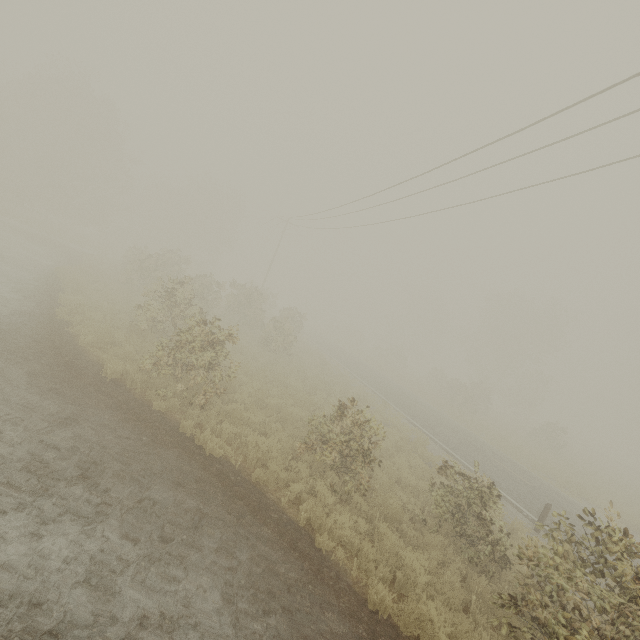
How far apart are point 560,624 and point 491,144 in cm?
1121

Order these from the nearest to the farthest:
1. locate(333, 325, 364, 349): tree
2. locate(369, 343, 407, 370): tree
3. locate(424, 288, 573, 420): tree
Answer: locate(424, 288, 573, 420): tree < locate(369, 343, 407, 370): tree < locate(333, 325, 364, 349): tree

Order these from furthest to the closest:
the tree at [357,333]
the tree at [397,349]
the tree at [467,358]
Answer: the tree at [357,333] < the tree at [397,349] < the tree at [467,358]

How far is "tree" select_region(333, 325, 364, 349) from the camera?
54.8 meters

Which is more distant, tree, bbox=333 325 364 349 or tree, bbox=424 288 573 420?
tree, bbox=333 325 364 349

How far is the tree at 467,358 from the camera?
35.9m
